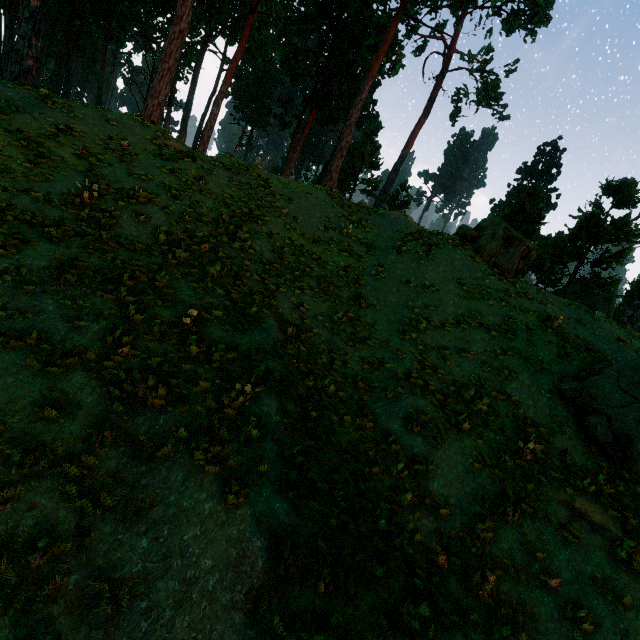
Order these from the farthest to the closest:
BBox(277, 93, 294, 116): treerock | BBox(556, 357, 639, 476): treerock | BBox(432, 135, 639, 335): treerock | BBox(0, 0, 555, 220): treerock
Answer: BBox(277, 93, 294, 116): treerock → BBox(432, 135, 639, 335): treerock → BBox(0, 0, 555, 220): treerock → BBox(556, 357, 639, 476): treerock

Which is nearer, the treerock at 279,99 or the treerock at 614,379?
the treerock at 614,379

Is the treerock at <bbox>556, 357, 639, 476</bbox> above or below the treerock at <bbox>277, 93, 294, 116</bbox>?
below

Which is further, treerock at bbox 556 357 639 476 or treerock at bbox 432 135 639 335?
treerock at bbox 432 135 639 335

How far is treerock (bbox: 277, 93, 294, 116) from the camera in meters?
35.4

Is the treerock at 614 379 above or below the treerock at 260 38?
below

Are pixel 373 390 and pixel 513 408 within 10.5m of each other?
yes
